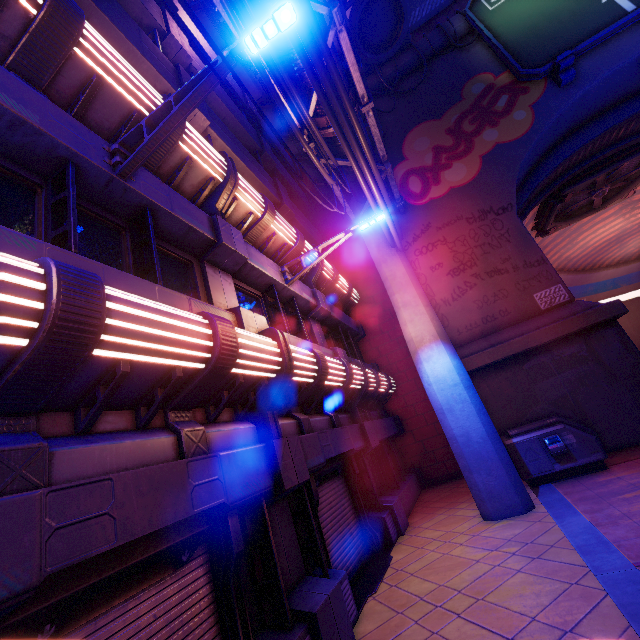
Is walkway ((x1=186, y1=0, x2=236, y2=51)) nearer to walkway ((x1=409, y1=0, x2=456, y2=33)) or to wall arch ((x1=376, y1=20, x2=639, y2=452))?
wall arch ((x1=376, y1=20, x2=639, y2=452))

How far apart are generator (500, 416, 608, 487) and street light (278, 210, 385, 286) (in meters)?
7.01

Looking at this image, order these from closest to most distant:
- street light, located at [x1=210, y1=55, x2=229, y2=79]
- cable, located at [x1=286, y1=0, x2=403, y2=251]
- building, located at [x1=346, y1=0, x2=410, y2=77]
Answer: street light, located at [x1=210, y1=55, x2=229, y2=79]
cable, located at [x1=286, y1=0, x2=403, y2=251]
building, located at [x1=346, y1=0, x2=410, y2=77]

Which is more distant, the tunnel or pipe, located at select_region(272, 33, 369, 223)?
the tunnel

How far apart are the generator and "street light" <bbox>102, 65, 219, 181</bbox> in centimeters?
1027cm

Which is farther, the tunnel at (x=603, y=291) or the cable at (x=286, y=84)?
the tunnel at (x=603, y=291)

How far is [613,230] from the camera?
28.2 meters

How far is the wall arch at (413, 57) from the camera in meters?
15.4 m
